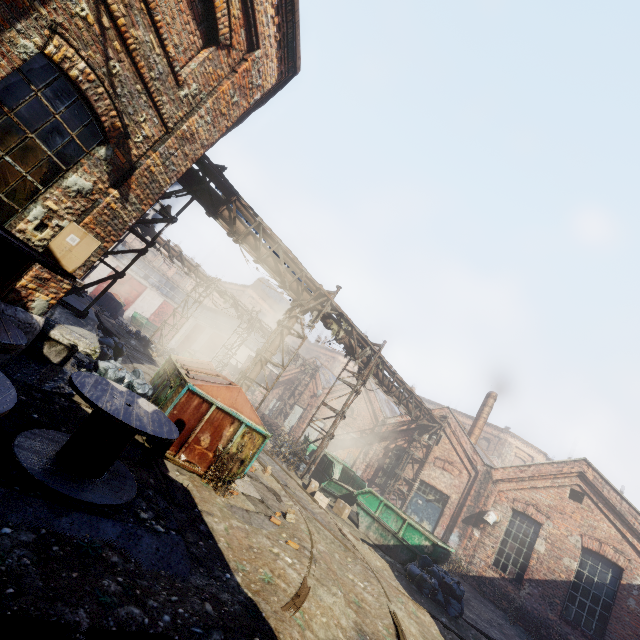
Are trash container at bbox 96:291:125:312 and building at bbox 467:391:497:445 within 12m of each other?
no

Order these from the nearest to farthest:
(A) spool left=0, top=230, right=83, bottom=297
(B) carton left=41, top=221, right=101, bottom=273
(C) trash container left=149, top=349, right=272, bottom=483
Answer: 1. (A) spool left=0, top=230, right=83, bottom=297
2. (B) carton left=41, top=221, right=101, bottom=273
3. (C) trash container left=149, top=349, right=272, bottom=483

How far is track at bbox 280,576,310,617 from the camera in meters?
4.0

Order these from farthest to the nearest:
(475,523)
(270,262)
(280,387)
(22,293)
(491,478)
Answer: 1. (280,387)
2. (491,478)
3. (475,523)
4. (270,262)
5. (22,293)

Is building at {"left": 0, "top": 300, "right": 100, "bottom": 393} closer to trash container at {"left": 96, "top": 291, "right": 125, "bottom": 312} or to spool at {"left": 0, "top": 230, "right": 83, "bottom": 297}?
spool at {"left": 0, "top": 230, "right": 83, "bottom": 297}

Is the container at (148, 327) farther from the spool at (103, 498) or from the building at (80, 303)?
the spool at (103, 498)

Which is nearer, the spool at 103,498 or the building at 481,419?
the spool at 103,498

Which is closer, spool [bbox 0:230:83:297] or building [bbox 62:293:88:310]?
spool [bbox 0:230:83:297]
